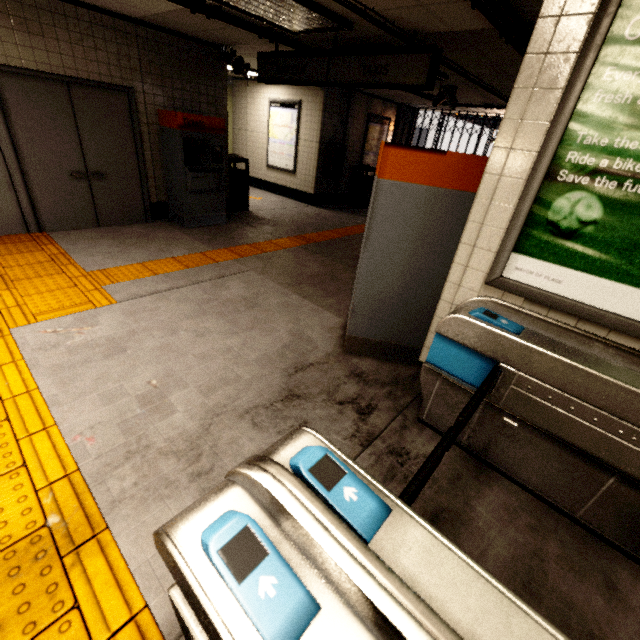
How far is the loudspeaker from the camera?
5.7m

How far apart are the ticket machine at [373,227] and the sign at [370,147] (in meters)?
7.78

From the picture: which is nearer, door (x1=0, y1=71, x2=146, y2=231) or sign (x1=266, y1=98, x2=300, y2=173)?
door (x1=0, y1=71, x2=146, y2=231)

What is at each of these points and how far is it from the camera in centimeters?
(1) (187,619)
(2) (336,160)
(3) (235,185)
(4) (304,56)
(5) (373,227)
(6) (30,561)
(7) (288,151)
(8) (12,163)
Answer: (1) ticket barrier, 101cm
(2) payphone, 886cm
(3) trash can, 739cm
(4) sign, 456cm
(5) ticket machine, 260cm
(6) groundtactileadastrip, 149cm
(7) sign, 923cm
(8) door frame, 446cm

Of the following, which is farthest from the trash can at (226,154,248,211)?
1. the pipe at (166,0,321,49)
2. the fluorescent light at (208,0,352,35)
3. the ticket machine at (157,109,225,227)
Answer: the fluorescent light at (208,0,352,35)

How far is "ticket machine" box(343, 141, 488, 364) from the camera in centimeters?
234cm

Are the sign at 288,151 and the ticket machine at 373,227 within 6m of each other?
no

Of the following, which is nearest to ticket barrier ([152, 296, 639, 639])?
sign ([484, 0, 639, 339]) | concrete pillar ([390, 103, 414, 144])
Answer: sign ([484, 0, 639, 339])
